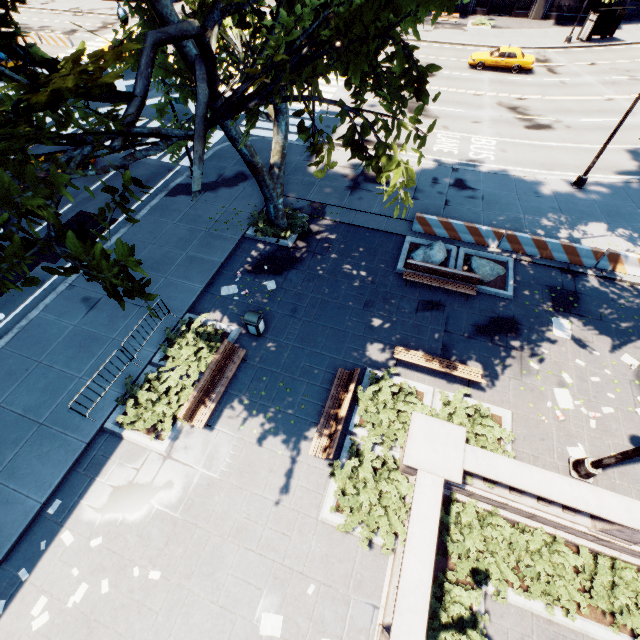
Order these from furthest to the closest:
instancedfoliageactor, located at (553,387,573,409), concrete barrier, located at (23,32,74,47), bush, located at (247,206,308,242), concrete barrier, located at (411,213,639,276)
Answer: concrete barrier, located at (23,32,74,47) → bush, located at (247,206,308,242) → concrete barrier, located at (411,213,639,276) → instancedfoliageactor, located at (553,387,573,409)

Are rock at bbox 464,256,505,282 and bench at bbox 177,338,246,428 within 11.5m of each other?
yes

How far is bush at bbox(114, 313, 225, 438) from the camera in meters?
10.2

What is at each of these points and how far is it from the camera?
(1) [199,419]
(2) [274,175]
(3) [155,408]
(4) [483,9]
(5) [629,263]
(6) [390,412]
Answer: (1) bench, 10.1 meters
(2) tree, 13.9 meters
(3) bush, 10.5 meters
(4) building, 37.9 meters
(5) concrete barrier, 13.5 meters
(6) bush, 10.3 meters

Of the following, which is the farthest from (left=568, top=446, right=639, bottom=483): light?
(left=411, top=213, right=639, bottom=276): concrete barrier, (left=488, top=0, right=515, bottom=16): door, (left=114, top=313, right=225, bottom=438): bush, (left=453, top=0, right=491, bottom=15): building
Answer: (left=488, top=0, right=515, bottom=16): door

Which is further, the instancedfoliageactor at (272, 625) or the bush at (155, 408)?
the bush at (155, 408)

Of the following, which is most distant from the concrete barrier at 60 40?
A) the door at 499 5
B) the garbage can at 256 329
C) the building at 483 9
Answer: the door at 499 5

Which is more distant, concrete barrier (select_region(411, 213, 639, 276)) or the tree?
concrete barrier (select_region(411, 213, 639, 276))
